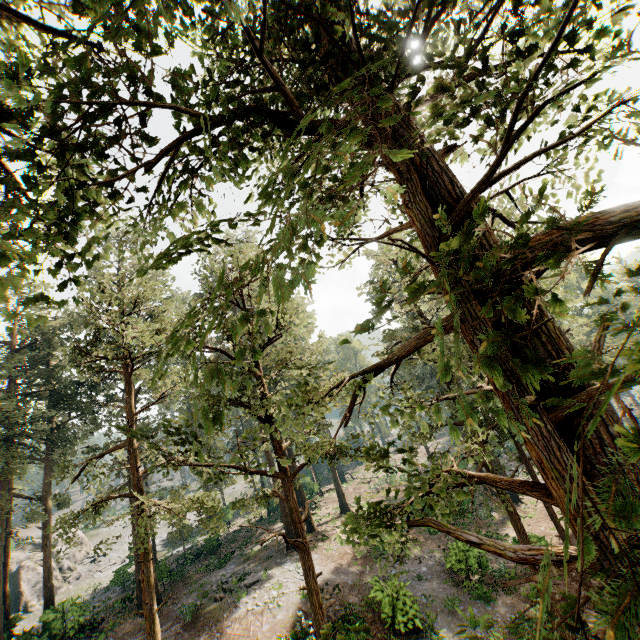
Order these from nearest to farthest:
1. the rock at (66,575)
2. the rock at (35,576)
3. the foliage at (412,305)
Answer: the foliage at (412,305) < the rock at (35,576) < the rock at (66,575)

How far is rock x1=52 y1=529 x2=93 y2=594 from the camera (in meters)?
38.06

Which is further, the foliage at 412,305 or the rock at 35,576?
the rock at 35,576

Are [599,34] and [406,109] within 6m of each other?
yes

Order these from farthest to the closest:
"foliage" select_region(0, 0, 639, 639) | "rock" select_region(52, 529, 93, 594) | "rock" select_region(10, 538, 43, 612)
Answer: "rock" select_region(52, 529, 93, 594) < "rock" select_region(10, 538, 43, 612) < "foliage" select_region(0, 0, 639, 639)

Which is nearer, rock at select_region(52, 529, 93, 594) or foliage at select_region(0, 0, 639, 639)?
foliage at select_region(0, 0, 639, 639)

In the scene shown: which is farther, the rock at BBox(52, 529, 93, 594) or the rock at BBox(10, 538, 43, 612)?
the rock at BBox(52, 529, 93, 594)
